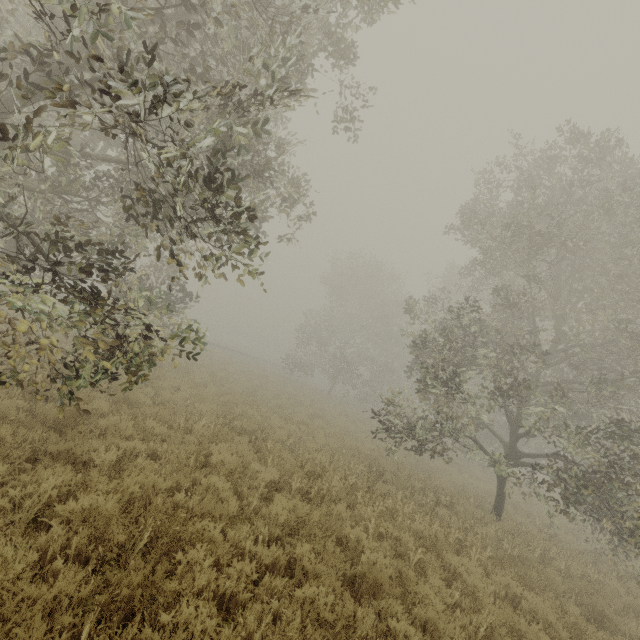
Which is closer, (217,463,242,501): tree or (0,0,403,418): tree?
(0,0,403,418): tree

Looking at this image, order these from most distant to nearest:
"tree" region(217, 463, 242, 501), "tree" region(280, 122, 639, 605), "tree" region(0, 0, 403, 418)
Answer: "tree" region(280, 122, 639, 605) → "tree" region(217, 463, 242, 501) → "tree" region(0, 0, 403, 418)

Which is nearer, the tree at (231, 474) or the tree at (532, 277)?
the tree at (231, 474)

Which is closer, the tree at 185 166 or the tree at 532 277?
the tree at 185 166

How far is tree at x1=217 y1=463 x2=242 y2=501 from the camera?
5.9m

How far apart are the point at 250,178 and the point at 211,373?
13.2m

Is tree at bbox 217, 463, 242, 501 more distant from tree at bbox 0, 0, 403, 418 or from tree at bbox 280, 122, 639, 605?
tree at bbox 280, 122, 639, 605
